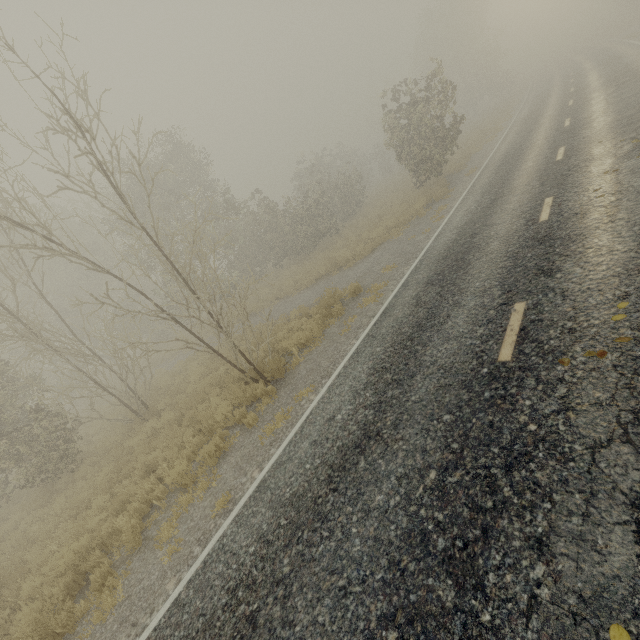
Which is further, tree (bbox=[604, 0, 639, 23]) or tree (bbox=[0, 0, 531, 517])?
tree (bbox=[604, 0, 639, 23])

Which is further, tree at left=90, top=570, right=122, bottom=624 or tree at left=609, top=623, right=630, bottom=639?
tree at left=90, top=570, right=122, bottom=624

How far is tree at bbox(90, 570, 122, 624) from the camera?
5.2 meters

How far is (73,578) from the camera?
6.2 meters

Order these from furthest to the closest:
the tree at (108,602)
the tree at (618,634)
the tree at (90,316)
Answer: the tree at (90,316), the tree at (108,602), the tree at (618,634)

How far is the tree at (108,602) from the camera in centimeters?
523cm

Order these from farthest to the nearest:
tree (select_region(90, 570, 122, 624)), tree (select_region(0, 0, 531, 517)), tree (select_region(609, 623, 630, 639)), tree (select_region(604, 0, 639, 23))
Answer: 1. tree (select_region(604, 0, 639, 23))
2. tree (select_region(0, 0, 531, 517))
3. tree (select_region(90, 570, 122, 624))
4. tree (select_region(609, 623, 630, 639))
